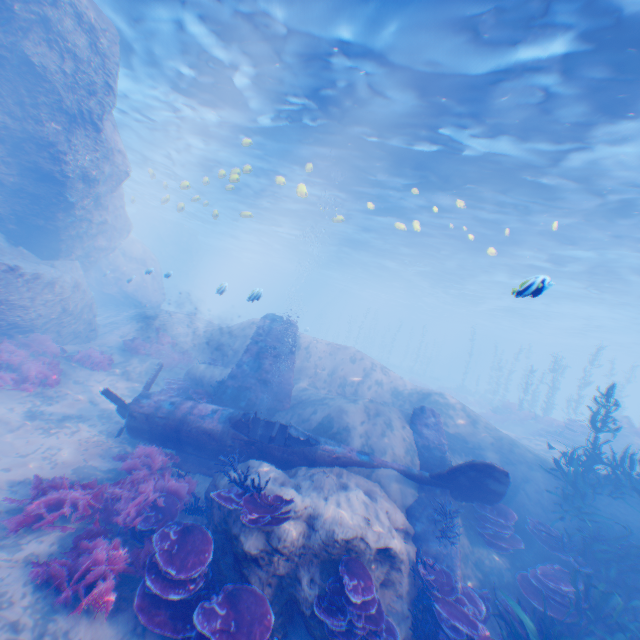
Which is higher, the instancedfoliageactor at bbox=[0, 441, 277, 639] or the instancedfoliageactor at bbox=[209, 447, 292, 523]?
the instancedfoliageactor at bbox=[209, 447, 292, 523]

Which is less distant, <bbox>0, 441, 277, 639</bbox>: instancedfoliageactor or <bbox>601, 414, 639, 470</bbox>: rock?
<bbox>0, 441, 277, 639</bbox>: instancedfoliageactor

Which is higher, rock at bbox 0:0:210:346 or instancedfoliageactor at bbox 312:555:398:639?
rock at bbox 0:0:210:346

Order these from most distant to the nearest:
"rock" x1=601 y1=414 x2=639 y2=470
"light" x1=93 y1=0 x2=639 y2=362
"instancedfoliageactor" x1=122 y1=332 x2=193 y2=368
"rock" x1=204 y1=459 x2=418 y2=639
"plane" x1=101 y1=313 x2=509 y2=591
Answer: "rock" x1=601 y1=414 x2=639 y2=470 < "instancedfoliageactor" x1=122 y1=332 x2=193 y2=368 < "light" x1=93 y1=0 x2=639 y2=362 < "plane" x1=101 y1=313 x2=509 y2=591 < "rock" x1=204 y1=459 x2=418 y2=639

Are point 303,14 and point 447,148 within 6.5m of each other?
no

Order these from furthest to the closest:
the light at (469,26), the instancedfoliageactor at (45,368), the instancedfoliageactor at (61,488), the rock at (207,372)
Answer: the rock at (207,372) < the instancedfoliageactor at (45,368) < the light at (469,26) < the instancedfoliageactor at (61,488)

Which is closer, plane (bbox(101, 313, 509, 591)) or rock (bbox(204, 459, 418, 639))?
rock (bbox(204, 459, 418, 639))

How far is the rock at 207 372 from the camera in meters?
12.9 m
